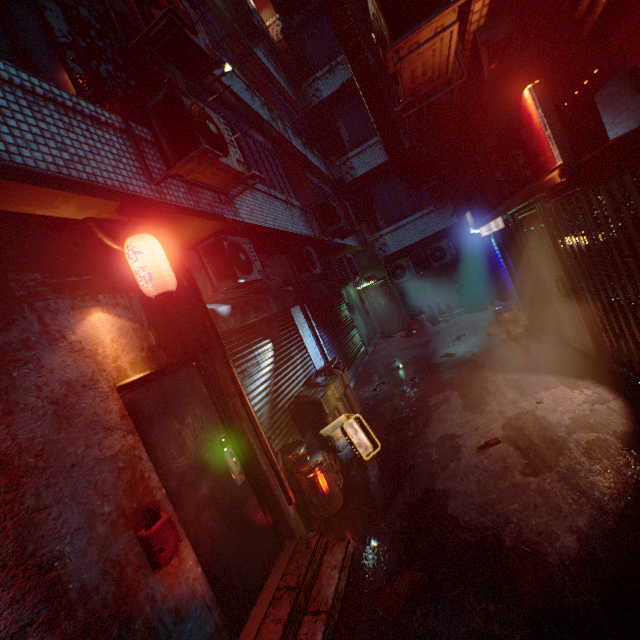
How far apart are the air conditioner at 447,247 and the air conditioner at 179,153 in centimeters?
785cm

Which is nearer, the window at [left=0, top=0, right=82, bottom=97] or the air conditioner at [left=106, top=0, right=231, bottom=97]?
the window at [left=0, top=0, right=82, bottom=97]

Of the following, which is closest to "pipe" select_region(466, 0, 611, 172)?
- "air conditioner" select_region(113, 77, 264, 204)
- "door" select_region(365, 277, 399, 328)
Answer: "air conditioner" select_region(113, 77, 264, 204)

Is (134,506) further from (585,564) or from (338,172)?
(338,172)

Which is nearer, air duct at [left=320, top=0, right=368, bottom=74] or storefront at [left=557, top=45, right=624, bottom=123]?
storefront at [left=557, top=45, right=624, bottom=123]

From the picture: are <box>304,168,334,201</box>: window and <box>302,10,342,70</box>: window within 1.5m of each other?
no

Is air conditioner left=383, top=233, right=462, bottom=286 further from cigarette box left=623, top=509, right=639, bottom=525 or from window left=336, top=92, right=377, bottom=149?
cigarette box left=623, top=509, right=639, bottom=525

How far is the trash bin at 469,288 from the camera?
10.6 meters
